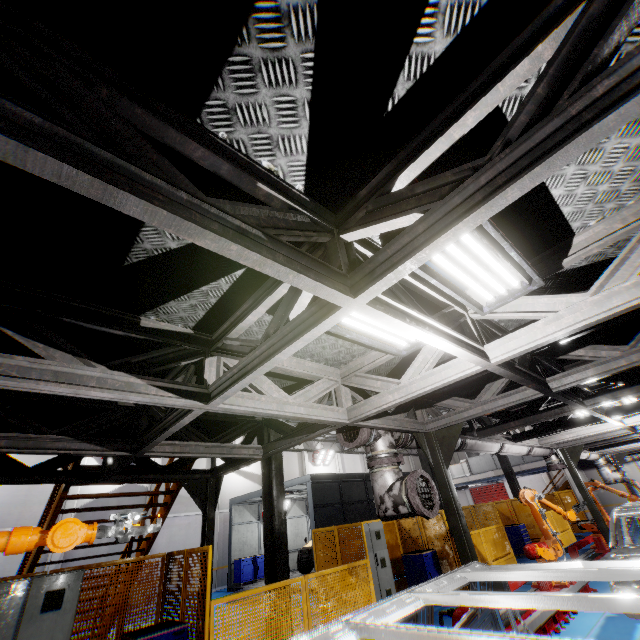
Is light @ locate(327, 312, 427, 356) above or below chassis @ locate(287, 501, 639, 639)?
above

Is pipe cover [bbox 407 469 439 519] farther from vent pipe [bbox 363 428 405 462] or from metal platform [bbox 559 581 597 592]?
metal platform [bbox 559 581 597 592]

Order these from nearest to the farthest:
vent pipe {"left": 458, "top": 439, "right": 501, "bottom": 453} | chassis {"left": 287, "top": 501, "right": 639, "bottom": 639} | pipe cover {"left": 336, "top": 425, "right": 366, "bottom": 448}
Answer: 1. chassis {"left": 287, "top": 501, "right": 639, "bottom": 639}
2. pipe cover {"left": 336, "top": 425, "right": 366, "bottom": 448}
3. vent pipe {"left": 458, "top": 439, "right": 501, "bottom": 453}

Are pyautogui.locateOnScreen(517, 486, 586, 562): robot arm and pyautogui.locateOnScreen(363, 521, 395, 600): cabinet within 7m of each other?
yes

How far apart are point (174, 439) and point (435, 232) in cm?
676

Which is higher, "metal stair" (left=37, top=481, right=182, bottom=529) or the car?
"metal stair" (left=37, top=481, right=182, bottom=529)

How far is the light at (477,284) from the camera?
2.4m

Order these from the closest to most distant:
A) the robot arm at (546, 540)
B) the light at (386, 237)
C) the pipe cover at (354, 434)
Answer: the light at (386, 237), the pipe cover at (354, 434), the robot arm at (546, 540)
